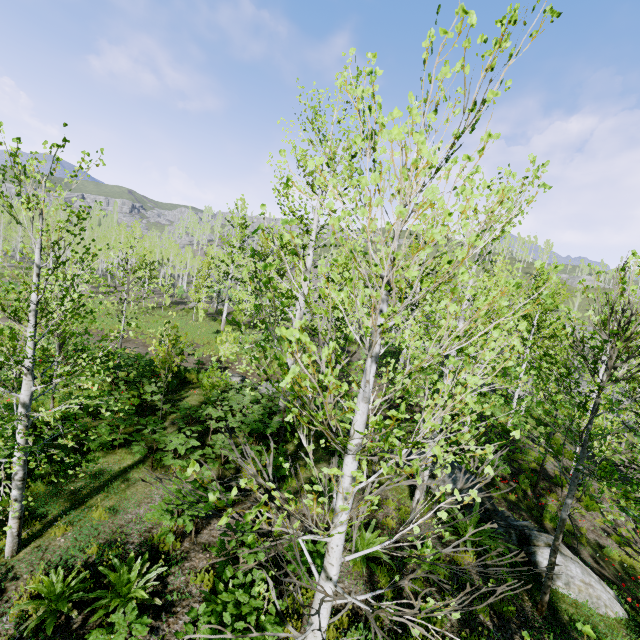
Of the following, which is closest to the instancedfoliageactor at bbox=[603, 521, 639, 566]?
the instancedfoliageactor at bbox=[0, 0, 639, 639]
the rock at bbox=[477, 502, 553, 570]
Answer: the rock at bbox=[477, 502, 553, 570]

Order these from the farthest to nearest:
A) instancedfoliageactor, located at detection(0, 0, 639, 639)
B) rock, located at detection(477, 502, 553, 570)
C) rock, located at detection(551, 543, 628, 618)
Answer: rock, located at detection(477, 502, 553, 570) → rock, located at detection(551, 543, 628, 618) → instancedfoliageactor, located at detection(0, 0, 639, 639)

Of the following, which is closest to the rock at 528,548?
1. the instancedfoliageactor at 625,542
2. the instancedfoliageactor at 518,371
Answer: the instancedfoliageactor at 625,542

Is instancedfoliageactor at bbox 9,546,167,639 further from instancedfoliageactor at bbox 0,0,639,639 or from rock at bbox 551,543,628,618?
instancedfoliageactor at bbox 0,0,639,639

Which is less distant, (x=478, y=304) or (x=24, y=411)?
(x=478, y=304)

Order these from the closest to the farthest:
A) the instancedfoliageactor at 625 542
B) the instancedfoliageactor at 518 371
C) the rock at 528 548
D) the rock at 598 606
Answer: the instancedfoliageactor at 518 371, the instancedfoliageactor at 625 542, the rock at 598 606, the rock at 528 548
